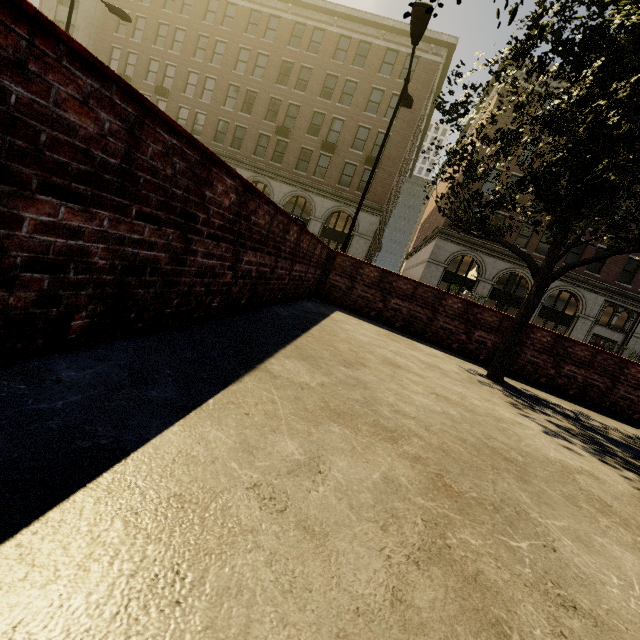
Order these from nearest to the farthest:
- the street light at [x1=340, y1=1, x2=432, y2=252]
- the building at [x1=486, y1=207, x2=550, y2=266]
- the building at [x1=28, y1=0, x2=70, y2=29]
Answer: the street light at [x1=340, y1=1, x2=432, y2=252] → the building at [x1=486, y1=207, x2=550, y2=266] → the building at [x1=28, y1=0, x2=70, y2=29]

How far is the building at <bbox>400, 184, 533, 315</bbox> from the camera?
25.67m

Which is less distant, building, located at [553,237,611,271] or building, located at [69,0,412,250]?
building, located at [553,237,611,271]

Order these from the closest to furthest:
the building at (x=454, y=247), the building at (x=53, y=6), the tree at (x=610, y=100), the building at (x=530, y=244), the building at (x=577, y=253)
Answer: the tree at (x=610, y=100) → the building at (x=577, y=253) → the building at (x=530, y=244) → the building at (x=454, y=247) → the building at (x=53, y=6)

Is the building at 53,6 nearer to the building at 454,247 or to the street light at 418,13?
the building at 454,247

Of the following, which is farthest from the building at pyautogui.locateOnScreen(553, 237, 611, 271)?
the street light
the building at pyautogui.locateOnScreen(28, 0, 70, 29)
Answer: Result: the street light

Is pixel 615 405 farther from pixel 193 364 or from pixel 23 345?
pixel 23 345

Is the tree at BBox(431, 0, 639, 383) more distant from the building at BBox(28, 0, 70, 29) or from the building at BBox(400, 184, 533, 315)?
the building at BBox(28, 0, 70, 29)
